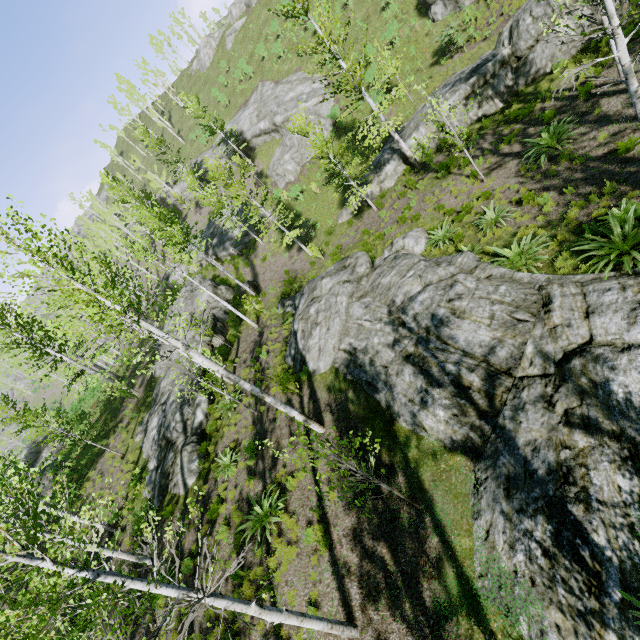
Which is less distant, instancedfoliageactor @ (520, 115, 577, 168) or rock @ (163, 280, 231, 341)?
instancedfoliageactor @ (520, 115, 577, 168)

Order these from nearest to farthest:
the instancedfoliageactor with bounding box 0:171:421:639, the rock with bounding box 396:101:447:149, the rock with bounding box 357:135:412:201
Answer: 1. the instancedfoliageactor with bounding box 0:171:421:639
2. the rock with bounding box 396:101:447:149
3. the rock with bounding box 357:135:412:201

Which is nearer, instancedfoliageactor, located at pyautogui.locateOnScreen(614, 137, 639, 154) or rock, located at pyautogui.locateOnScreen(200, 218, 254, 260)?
instancedfoliageactor, located at pyautogui.locateOnScreen(614, 137, 639, 154)

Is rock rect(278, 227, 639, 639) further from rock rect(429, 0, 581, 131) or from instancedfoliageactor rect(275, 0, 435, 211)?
rock rect(429, 0, 581, 131)

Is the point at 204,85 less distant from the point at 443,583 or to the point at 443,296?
the point at 443,296

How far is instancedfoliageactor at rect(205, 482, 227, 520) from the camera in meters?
11.7 m

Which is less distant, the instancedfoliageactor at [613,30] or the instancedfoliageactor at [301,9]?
the instancedfoliageactor at [613,30]

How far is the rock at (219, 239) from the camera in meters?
31.6
